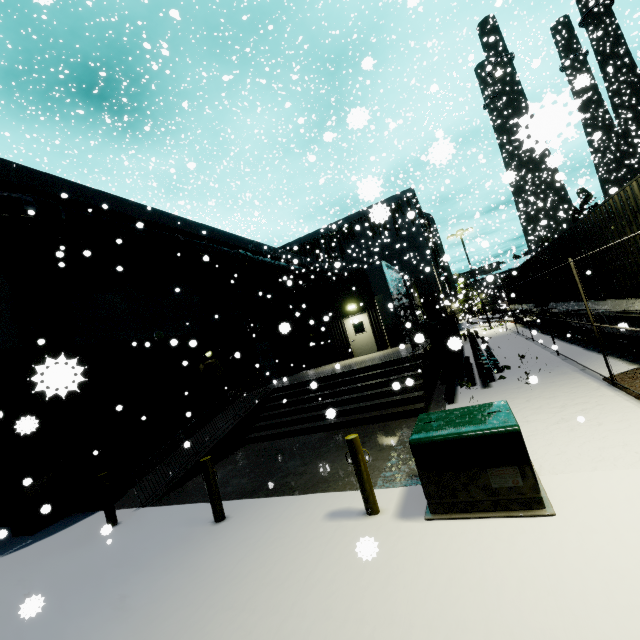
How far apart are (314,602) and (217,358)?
14.2 meters

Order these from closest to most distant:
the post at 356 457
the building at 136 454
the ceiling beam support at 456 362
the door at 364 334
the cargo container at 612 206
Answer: the post at 356 457
the cargo container at 612 206
the building at 136 454
the ceiling beam support at 456 362
the door at 364 334

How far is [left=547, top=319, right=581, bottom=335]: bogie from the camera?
13.0m

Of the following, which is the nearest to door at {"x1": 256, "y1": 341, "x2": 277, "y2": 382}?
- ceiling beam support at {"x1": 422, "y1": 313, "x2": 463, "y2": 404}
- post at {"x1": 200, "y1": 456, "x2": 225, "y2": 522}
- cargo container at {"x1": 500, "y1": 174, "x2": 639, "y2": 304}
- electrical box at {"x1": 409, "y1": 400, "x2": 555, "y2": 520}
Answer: cargo container at {"x1": 500, "y1": 174, "x2": 639, "y2": 304}

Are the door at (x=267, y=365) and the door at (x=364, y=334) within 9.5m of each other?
yes

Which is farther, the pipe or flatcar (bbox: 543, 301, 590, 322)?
flatcar (bbox: 543, 301, 590, 322)

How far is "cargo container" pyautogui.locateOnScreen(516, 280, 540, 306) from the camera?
17.6m

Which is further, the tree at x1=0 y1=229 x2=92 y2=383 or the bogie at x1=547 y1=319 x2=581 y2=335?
the bogie at x1=547 y1=319 x2=581 y2=335
